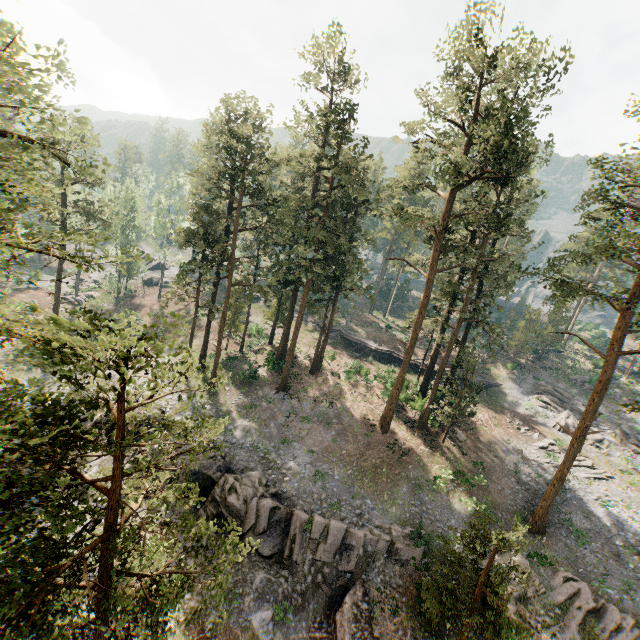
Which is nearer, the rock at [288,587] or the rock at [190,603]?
the rock at [190,603]

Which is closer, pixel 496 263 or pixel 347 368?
pixel 496 263

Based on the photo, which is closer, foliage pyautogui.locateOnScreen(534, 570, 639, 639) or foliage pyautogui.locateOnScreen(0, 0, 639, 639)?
foliage pyautogui.locateOnScreen(0, 0, 639, 639)

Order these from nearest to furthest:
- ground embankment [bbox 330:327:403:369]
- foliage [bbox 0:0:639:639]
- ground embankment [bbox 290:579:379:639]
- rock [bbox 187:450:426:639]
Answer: foliage [bbox 0:0:639:639] < ground embankment [bbox 290:579:379:639] < rock [bbox 187:450:426:639] < ground embankment [bbox 330:327:403:369]

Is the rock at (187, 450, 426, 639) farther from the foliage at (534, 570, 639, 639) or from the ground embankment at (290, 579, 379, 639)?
the foliage at (534, 570, 639, 639)

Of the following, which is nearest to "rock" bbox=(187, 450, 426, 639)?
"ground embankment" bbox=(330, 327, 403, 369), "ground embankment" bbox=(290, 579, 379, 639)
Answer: "ground embankment" bbox=(290, 579, 379, 639)

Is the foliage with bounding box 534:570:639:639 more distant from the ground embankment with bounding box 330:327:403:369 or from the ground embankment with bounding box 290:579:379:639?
the ground embankment with bounding box 330:327:403:369

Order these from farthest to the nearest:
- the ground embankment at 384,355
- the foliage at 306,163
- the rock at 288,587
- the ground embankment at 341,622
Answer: the ground embankment at 384,355
the rock at 288,587
the ground embankment at 341,622
the foliage at 306,163
